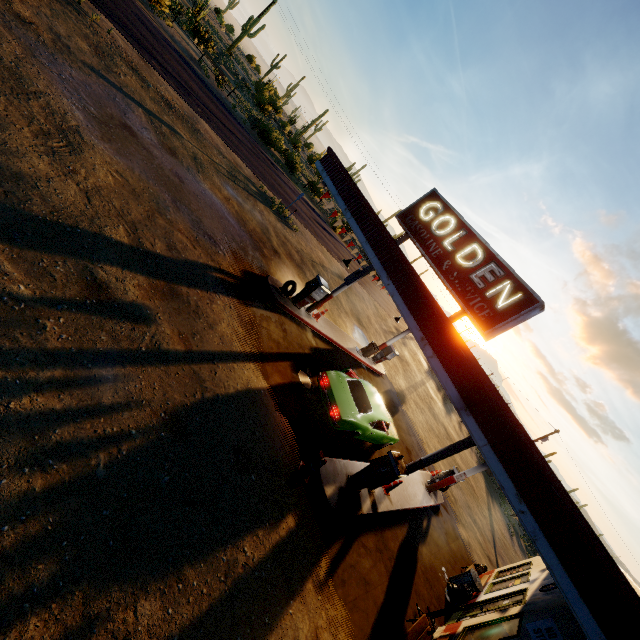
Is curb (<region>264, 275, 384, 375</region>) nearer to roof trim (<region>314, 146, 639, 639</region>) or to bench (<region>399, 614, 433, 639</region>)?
roof trim (<region>314, 146, 639, 639</region>)

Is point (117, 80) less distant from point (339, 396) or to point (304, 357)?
point (304, 357)

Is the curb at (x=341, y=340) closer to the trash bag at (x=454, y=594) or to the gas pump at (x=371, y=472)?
the gas pump at (x=371, y=472)

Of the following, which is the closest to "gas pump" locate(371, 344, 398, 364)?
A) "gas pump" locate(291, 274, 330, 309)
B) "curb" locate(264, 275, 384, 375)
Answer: "curb" locate(264, 275, 384, 375)

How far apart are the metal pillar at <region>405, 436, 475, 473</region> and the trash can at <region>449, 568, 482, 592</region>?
5.2m

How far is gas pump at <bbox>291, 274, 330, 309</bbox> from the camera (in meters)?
12.78

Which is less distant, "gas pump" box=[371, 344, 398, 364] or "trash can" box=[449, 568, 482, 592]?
"trash can" box=[449, 568, 482, 592]

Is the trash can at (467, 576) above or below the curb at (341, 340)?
above
